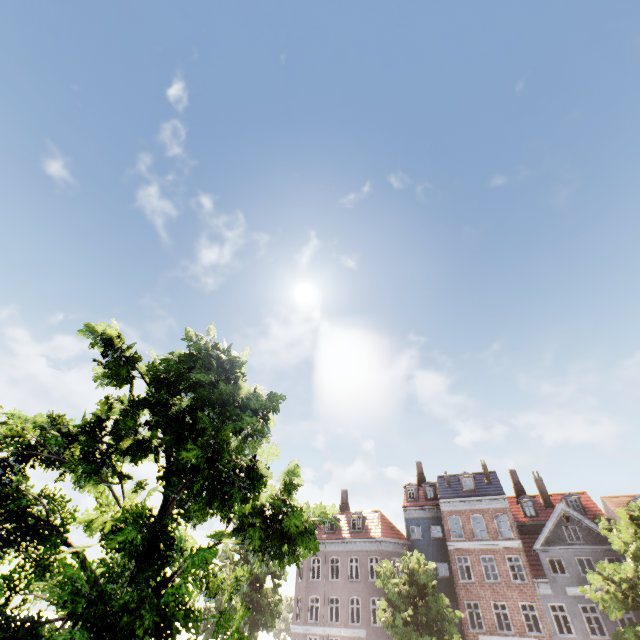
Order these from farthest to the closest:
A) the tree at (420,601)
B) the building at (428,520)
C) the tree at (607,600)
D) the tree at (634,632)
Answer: the building at (428,520), the tree at (420,601), the tree at (607,600), the tree at (634,632)

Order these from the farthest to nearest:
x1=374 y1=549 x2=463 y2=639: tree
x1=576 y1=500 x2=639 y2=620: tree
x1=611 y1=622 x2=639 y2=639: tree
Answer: x1=374 y1=549 x2=463 y2=639: tree
x1=576 y1=500 x2=639 y2=620: tree
x1=611 y1=622 x2=639 y2=639: tree

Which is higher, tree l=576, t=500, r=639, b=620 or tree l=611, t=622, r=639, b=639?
tree l=576, t=500, r=639, b=620

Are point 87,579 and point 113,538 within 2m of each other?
yes

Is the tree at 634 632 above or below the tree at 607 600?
below

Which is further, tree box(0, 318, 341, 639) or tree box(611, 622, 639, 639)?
tree box(611, 622, 639, 639)

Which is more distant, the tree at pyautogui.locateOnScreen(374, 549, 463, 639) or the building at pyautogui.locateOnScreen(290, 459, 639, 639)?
the building at pyautogui.locateOnScreen(290, 459, 639, 639)
